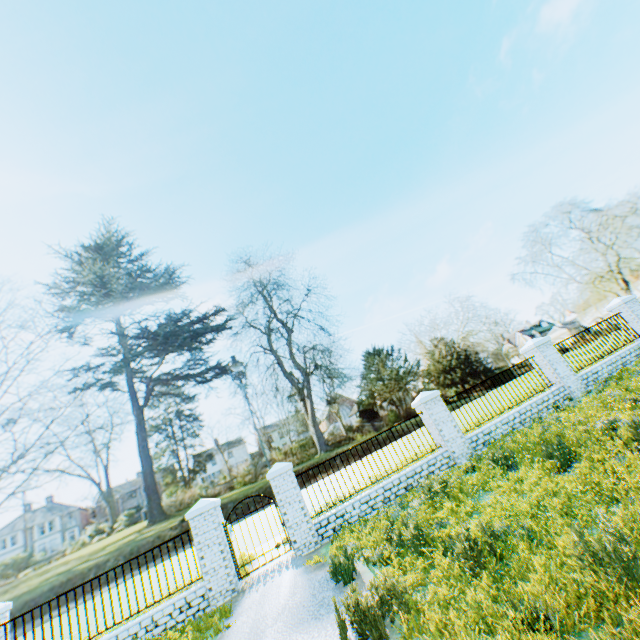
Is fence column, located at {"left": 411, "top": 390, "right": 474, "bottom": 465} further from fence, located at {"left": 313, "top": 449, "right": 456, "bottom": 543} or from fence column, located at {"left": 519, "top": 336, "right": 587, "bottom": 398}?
fence column, located at {"left": 519, "top": 336, "right": 587, "bottom": 398}

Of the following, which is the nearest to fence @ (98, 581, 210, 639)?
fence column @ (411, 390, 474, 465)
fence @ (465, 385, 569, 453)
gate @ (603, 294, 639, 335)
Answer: fence column @ (411, 390, 474, 465)

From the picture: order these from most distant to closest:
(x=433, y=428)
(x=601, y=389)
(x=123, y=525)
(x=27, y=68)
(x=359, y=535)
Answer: (x=123, y=525) → (x=27, y=68) → (x=433, y=428) → (x=601, y=389) → (x=359, y=535)

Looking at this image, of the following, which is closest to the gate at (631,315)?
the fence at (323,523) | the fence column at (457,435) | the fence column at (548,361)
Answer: the fence column at (548,361)

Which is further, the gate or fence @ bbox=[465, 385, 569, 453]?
the gate

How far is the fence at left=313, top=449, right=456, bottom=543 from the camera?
9.3m

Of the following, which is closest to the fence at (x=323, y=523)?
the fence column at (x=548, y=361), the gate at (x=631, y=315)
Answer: the fence column at (x=548, y=361)

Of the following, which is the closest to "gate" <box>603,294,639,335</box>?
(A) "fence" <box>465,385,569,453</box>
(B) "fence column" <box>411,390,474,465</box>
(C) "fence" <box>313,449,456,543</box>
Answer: (A) "fence" <box>465,385,569,453</box>
